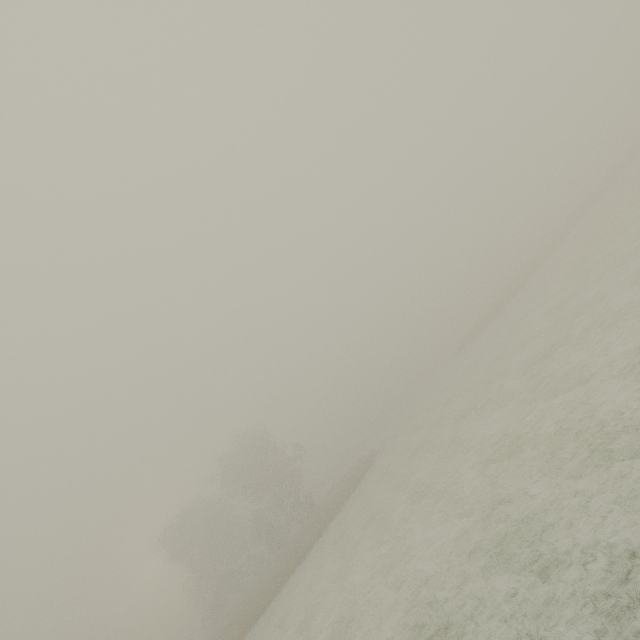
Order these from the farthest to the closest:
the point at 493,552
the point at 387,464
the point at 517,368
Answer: the point at 387,464 < the point at 517,368 < the point at 493,552
